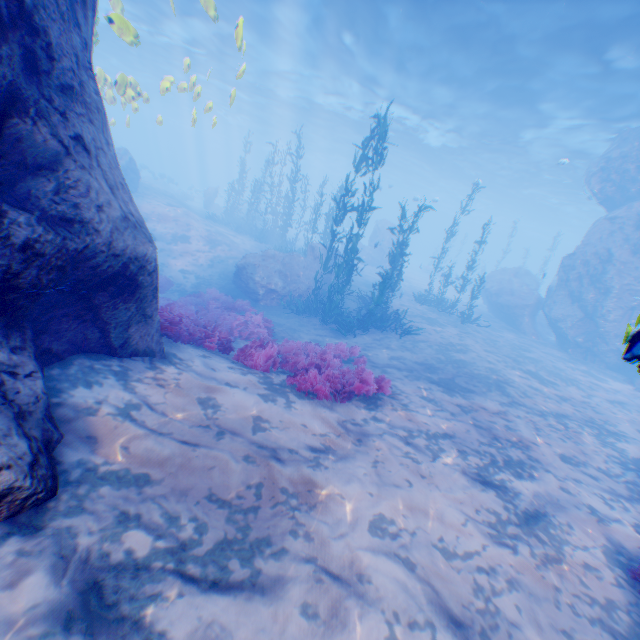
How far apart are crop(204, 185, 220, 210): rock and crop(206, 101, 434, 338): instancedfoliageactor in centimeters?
1847cm

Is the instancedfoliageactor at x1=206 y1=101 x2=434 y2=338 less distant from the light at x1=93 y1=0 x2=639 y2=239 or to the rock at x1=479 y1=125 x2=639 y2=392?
the rock at x1=479 y1=125 x2=639 y2=392

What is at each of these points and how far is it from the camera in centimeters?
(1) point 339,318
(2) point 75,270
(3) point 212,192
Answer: (1) instancedfoliageactor, 1423cm
(2) rock, 393cm
(3) rock, 3416cm

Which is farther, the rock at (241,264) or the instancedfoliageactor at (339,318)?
the rock at (241,264)

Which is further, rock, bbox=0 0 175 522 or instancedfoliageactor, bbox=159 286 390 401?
instancedfoliageactor, bbox=159 286 390 401

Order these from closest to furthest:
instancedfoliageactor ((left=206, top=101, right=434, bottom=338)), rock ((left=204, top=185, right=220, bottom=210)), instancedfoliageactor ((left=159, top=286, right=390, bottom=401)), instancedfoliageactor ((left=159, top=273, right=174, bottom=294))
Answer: instancedfoliageactor ((left=159, top=286, right=390, bottom=401))
instancedfoliageactor ((left=206, top=101, right=434, bottom=338))
instancedfoliageactor ((left=159, top=273, right=174, bottom=294))
rock ((left=204, top=185, right=220, bottom=210))

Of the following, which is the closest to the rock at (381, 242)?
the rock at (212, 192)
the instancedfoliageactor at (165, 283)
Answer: the instancedfoliageactor at (165, 283)

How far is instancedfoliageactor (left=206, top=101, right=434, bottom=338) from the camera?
12.9 meters
